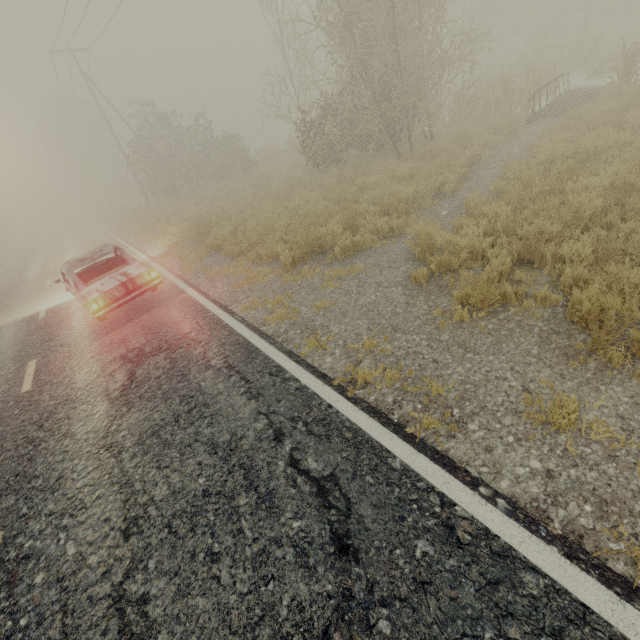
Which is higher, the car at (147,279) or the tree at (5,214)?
the tree at (5,214)

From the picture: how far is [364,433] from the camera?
3.2m

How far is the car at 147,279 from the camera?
7.1m

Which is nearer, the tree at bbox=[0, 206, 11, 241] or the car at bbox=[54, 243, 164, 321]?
the car at bbox=[54, 243, 164, 321]

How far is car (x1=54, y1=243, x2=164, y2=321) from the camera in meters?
7.1

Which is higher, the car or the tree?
the tree
